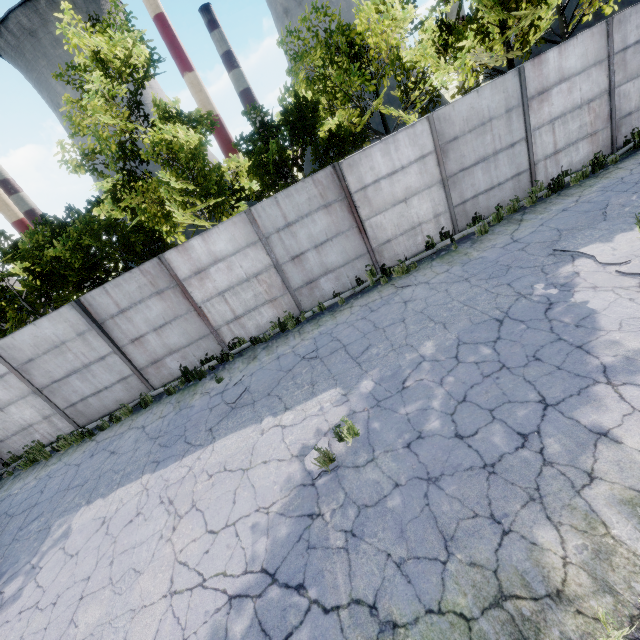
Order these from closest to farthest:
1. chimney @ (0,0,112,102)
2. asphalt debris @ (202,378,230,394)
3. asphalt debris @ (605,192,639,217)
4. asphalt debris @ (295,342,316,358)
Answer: asphalt debris @ (605,192,639,217)
asphalt debris @ (295,342,316,358)
asphalt debris @ (202,378,230,394)
chimney @ (0,0,112,102)

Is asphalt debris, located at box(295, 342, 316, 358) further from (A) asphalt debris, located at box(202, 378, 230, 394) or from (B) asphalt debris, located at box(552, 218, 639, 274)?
(B) asphalt debris, located at box(552, 218, 639, 274)

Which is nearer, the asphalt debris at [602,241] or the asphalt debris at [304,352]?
the asphalt debris at [602,241]

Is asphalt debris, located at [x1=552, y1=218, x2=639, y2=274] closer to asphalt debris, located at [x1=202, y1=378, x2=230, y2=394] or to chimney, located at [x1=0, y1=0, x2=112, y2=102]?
asphalt debris, located at [x1=202, y1=378, x2=230, y2=394]

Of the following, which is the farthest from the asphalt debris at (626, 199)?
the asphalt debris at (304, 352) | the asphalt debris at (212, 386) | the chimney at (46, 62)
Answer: the chimney at (46, 62)

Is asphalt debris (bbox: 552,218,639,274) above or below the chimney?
below

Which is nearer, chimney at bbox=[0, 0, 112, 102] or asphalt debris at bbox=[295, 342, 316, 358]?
asphalt debris at bbox=[295, 342, 316, 358]

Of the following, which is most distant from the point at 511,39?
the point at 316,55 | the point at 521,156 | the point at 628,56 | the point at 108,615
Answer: the point at 108,615
